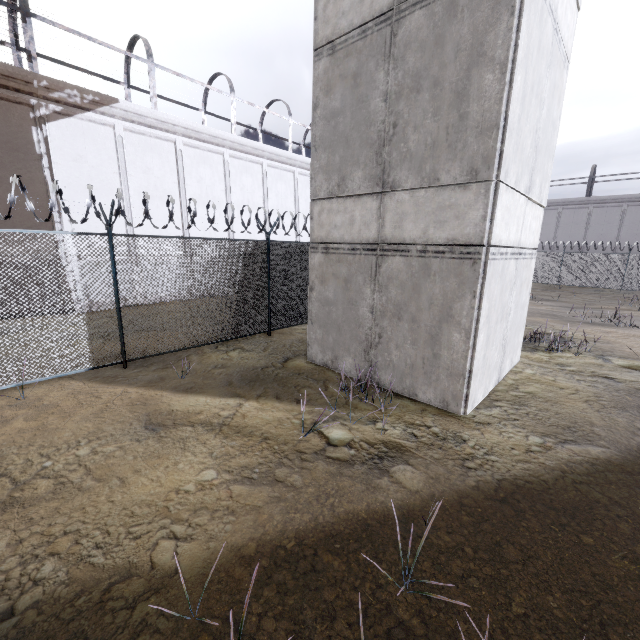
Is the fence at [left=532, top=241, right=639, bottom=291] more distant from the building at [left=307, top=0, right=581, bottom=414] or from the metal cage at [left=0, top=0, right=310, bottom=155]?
the metal cage at [left=0, top=0, right=310, bottom=155]

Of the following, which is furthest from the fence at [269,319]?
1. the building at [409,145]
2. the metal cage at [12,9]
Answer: the metal cage at [12,9]

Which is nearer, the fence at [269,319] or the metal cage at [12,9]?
the fence at [269,319]

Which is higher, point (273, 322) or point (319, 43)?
point (319, 43)

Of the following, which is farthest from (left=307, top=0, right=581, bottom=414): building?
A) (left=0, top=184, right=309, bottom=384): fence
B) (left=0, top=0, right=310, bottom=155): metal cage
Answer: (left=0, top=0, right=310, bottom=155): metal cage

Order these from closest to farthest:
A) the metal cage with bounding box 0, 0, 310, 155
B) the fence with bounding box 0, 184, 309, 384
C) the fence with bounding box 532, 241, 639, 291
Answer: the fence with bounding box 0, 184, 309, 384
the metal cage with bounding box 0, 0, 310, 155
the fence with bounding box 532, 241, 639, 291
